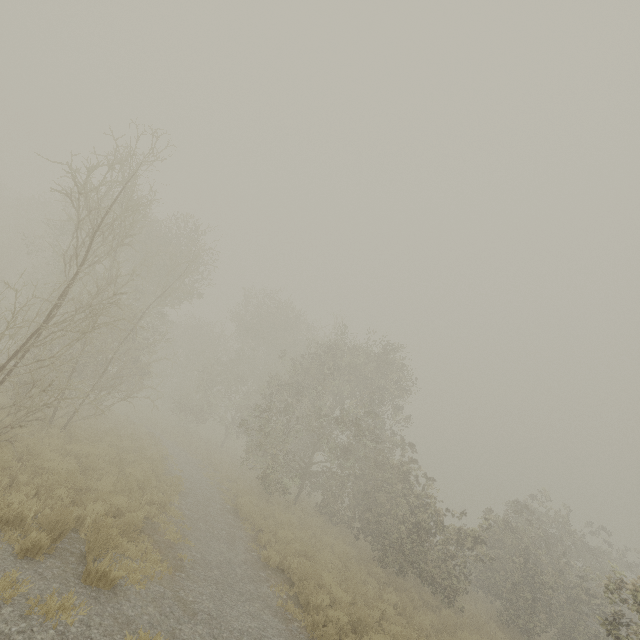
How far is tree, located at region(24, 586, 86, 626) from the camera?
4.67m

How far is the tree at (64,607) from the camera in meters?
4.7

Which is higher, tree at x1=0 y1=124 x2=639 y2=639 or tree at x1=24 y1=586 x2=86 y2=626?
tree at x1=0 y1=124 x2=639 y2=639

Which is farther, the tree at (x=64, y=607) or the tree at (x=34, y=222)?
the tree at (x=34, y=222)

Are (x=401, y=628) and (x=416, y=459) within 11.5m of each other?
yes

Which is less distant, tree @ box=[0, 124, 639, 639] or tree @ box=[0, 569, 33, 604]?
tree @ box=[0, 569, 33, 604]
